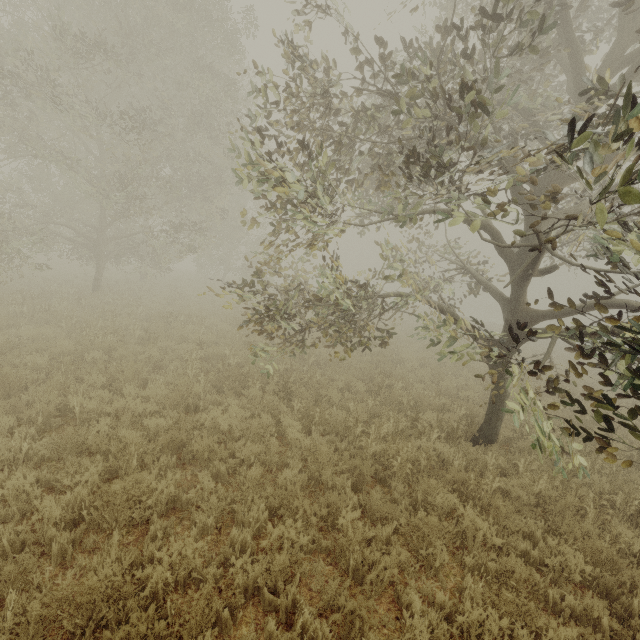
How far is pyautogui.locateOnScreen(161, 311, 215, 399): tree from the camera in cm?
793

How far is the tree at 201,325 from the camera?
7.9m

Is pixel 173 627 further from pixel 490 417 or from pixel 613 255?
pixel 490 417

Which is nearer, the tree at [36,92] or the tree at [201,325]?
the tree at [36,92]

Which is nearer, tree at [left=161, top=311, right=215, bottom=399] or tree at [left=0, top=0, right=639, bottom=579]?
tree at [left=0, top=0, right=639, bottom=579]
